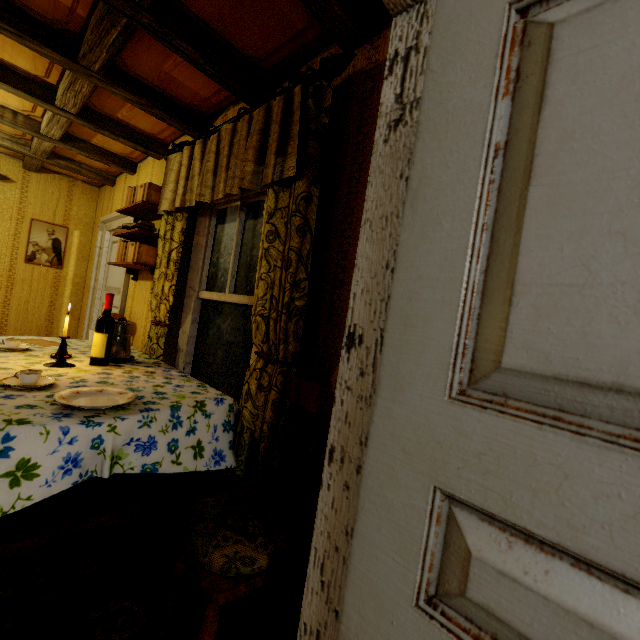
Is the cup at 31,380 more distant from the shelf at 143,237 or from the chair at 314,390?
the shelf at 143,237

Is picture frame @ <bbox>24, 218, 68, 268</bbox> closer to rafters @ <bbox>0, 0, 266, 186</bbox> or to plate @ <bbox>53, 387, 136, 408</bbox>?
rafters @ <bbox>0, 0, 266, 186</bbox>

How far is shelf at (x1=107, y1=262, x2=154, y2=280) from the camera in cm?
286

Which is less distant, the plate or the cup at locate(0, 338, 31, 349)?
the plate

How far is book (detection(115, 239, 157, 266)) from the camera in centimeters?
286cm

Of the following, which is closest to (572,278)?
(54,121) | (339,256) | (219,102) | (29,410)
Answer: (339,256)

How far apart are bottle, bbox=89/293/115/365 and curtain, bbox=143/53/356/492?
0.4 meters

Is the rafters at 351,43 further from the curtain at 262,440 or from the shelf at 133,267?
the shelf at 133,267
